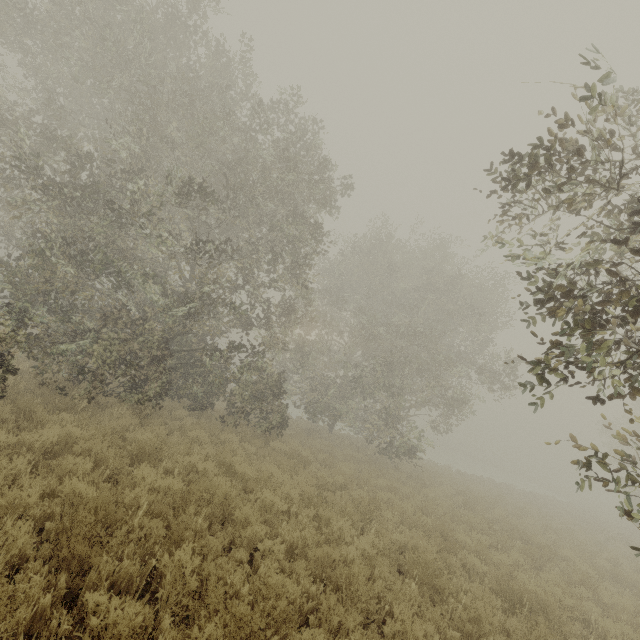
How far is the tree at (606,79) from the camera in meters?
2.5 m

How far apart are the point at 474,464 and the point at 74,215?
67.6 meters

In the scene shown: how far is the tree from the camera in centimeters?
251cm
